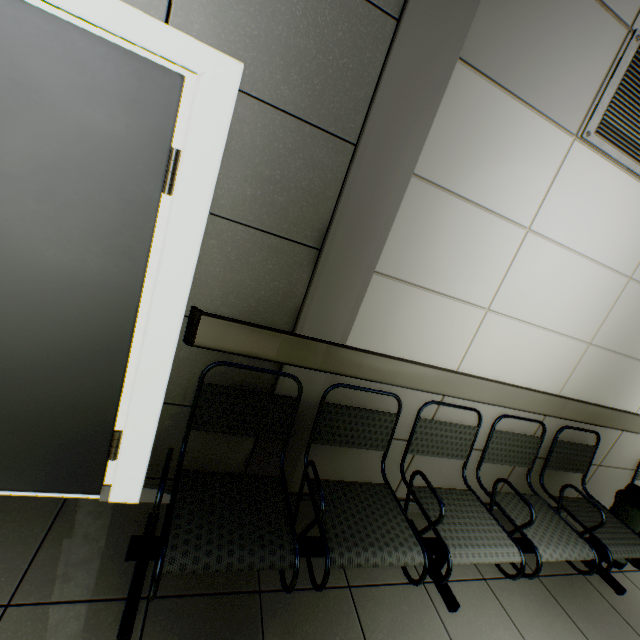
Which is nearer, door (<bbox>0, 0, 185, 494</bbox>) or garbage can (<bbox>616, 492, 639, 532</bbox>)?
door (<bbox>0, 0, 185, 494</bbox>)

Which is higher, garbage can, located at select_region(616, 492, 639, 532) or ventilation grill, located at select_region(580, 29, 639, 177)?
ventilation grill, located at select_region(580, 29, 639, 177)

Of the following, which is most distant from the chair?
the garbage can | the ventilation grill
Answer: the ventilation grill

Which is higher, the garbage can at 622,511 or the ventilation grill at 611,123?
the ventilation grill at 611,123

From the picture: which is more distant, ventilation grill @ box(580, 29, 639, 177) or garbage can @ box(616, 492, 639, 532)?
garbage can @ box(616, 492, 639, 532)

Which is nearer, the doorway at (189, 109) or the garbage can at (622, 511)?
the doorway at (189, 109)

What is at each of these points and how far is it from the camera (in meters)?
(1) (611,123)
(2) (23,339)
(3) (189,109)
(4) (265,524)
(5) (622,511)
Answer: (1) ventilation grill, 1.70
(2) door, 1.37
(3) doorway, 1.24
(4) chair, 1.40
(5) garbage can, 2.59

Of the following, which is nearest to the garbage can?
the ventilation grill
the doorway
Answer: the ventilation grill
